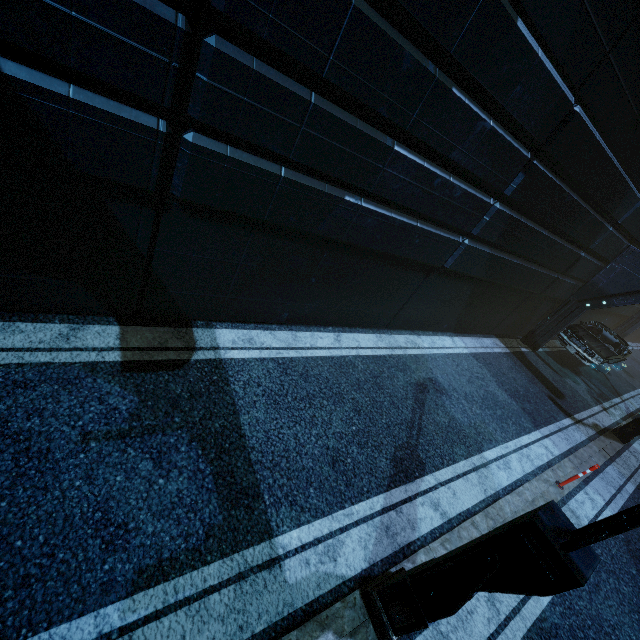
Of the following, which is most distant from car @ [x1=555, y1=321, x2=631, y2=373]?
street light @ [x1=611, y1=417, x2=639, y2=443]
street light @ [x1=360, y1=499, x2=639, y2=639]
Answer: street light @ [x1=360, y1=499, x2=639, y2=639]

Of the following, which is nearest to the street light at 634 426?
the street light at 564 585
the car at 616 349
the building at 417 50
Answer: the building at 417 50

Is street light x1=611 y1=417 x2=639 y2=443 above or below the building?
below

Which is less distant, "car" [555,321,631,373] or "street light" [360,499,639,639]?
"street light" [360,499,639,639]

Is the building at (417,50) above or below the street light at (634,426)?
above

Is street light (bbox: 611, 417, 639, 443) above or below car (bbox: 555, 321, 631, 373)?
below

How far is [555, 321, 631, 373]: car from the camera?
12.7m

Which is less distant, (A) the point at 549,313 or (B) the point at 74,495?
(B) the point at 74,495
